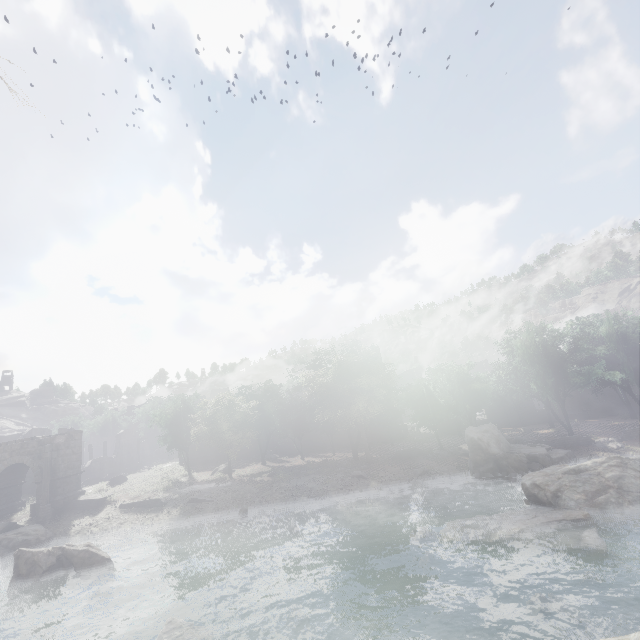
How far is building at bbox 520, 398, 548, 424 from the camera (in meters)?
44.31

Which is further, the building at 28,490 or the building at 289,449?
the building at 289,449

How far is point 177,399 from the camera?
36.6m

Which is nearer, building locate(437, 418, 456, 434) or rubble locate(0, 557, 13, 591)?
rubble locate(0, 557, 13, 591)

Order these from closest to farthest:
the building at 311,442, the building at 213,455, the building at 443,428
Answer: the building at 213,455, the building at 311,442, the building at 443,428

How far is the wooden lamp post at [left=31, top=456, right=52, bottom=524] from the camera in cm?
2491

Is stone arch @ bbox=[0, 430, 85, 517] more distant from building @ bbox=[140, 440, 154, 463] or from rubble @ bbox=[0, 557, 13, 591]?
rubble @ bbox=[0, 557, 13, 591]
